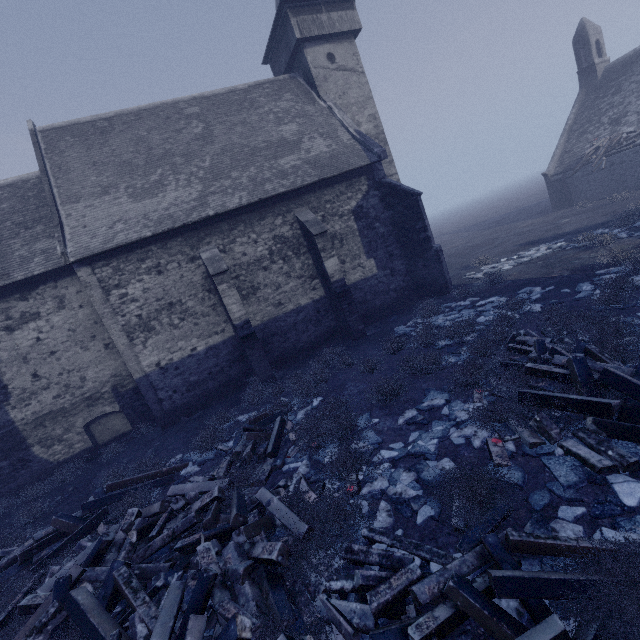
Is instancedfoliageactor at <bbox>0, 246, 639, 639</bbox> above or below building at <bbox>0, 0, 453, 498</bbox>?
below

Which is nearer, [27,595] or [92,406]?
[27,595]

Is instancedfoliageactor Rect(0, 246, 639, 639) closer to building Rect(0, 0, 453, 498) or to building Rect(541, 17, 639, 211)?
building Rect(0, 0, 453, 498)

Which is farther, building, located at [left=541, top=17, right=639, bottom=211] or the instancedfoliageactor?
building, located at [left=541, top=17, right=639, bottom=211]

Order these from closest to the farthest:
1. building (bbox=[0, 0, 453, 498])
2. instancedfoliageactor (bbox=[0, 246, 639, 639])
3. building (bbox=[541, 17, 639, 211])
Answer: instancedfoliageactor (bbox=[0, 246, 639, 639])
building (bbox=[0, 0, 453, 498])
building (bbox=[541, 17, 639, 211])

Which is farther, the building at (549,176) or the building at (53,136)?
the building at (549,176)

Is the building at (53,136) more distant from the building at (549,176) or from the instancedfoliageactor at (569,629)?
the building at (549,176)

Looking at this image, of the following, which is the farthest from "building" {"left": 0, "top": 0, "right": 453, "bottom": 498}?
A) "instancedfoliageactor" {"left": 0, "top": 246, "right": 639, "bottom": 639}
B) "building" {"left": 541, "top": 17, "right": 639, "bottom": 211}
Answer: "building" {"left": 541, "top": 17, "right": 639, "bottom": 211}
